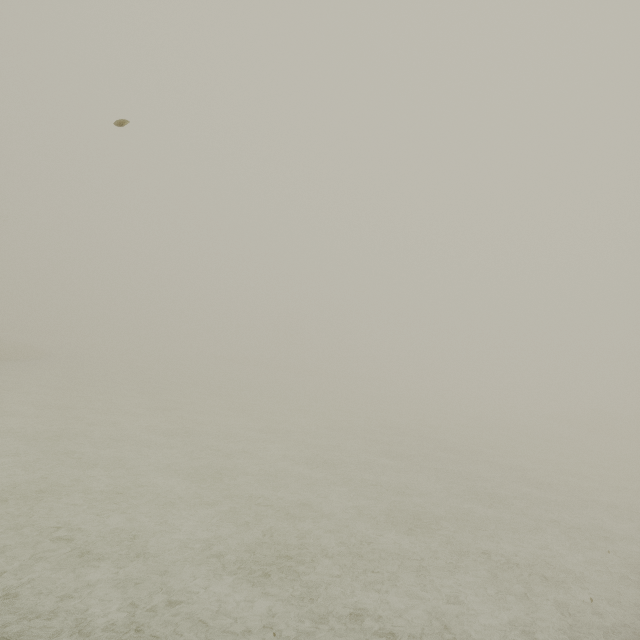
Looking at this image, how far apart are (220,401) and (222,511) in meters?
17.1 m
